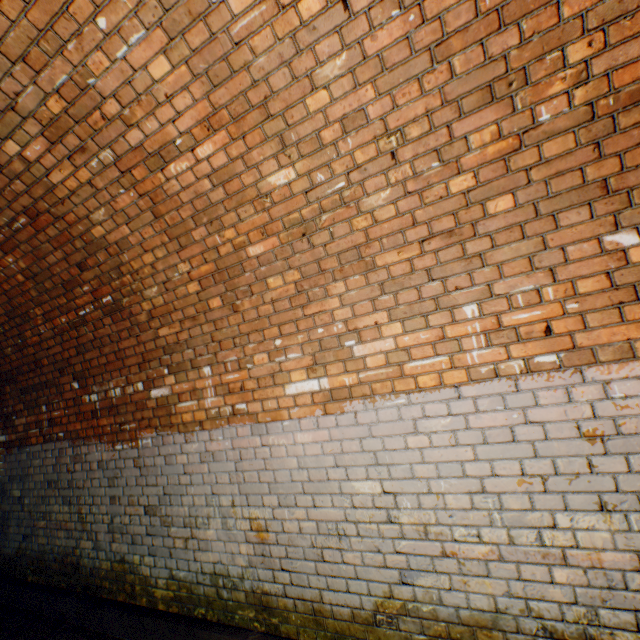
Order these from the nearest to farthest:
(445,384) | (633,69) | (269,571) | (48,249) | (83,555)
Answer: (633,69)
(445,384)
(269,571)
(48,249)
(83,555)
